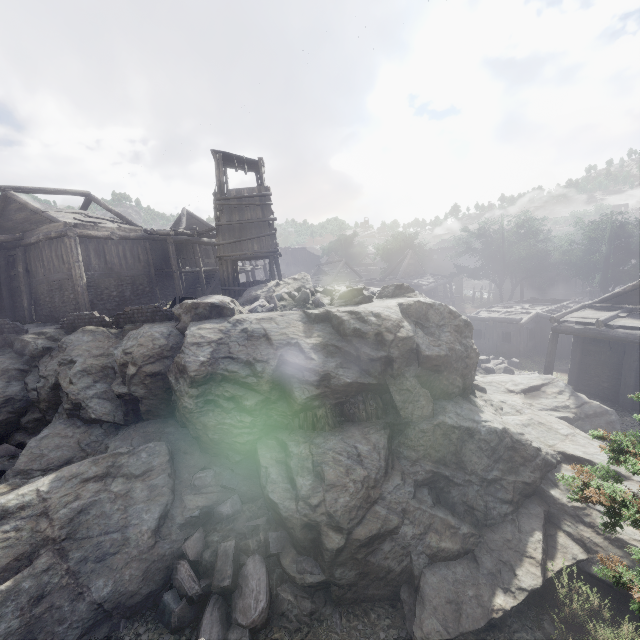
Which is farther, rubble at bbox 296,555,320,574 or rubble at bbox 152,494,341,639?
rubble at bbox 296,555,320,574

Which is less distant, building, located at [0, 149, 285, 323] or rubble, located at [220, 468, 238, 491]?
rubble, located at [220, 468, 238, 491]

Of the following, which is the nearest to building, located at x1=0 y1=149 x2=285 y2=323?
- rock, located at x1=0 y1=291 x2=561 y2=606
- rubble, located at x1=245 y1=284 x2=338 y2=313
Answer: rock, located at x1=0 y1=291 x2=561 y2=606

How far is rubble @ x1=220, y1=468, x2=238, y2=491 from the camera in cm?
955

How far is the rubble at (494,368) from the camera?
19.2 meters

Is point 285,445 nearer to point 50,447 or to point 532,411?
point 50,447

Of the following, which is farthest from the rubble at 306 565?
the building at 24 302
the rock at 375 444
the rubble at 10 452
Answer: the rubble at 10 452
